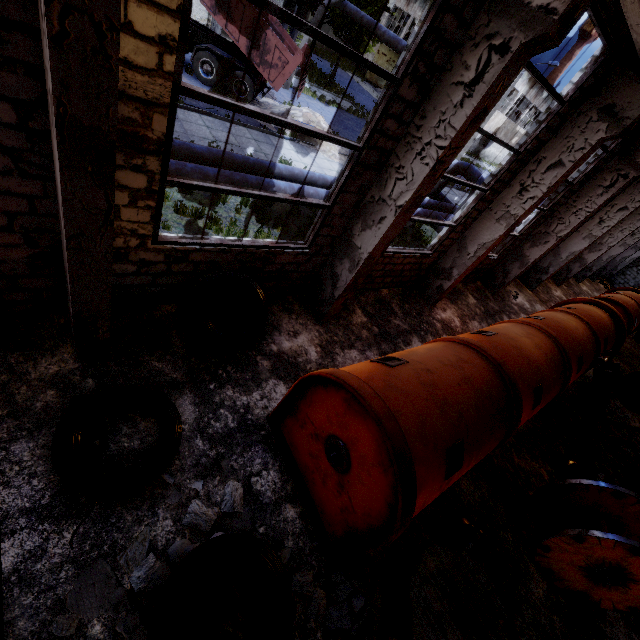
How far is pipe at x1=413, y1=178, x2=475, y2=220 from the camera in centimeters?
1359cm

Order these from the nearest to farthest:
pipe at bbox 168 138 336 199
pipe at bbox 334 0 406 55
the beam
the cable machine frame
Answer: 1. the beam
2. pipe at bbox 168 138 336 199
3. the cable machine frame
4. pipe at bbox 334 0 406 55

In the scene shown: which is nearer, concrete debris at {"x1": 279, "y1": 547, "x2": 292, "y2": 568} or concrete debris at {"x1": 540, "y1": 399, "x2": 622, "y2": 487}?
concrete debris at {"x1": 279, "y1": 547, "x2": 292, "y2": 568}

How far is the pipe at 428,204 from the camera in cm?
1359

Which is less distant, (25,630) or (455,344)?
(25,630)

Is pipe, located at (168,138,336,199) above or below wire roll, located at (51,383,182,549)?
above

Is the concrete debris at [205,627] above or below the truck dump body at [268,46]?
below

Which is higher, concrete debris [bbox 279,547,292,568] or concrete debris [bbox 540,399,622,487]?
concrete debris [bbox 540,399,622,487]
